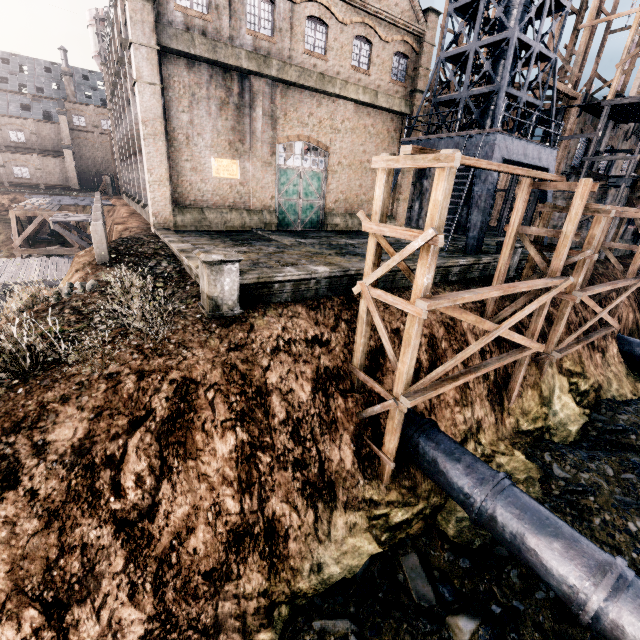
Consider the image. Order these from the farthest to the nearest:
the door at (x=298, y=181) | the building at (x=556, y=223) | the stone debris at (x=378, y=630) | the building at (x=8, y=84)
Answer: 1. the building at (x=8, y=84)
2. the building at (x=556, y=223)
3. the door at (x=298, y=181)
4. the stone debris at (x=378, y=630)

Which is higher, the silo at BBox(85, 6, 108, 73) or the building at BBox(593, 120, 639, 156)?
the silo at BBox(85, 6, 108, 73)

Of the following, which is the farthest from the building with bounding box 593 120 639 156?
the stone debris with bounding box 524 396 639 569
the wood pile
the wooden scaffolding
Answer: the stone debris with bounding box 524 396 639 569

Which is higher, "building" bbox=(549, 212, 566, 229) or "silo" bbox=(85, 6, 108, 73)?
"silo" bbox=(85, 6, 108, 73)

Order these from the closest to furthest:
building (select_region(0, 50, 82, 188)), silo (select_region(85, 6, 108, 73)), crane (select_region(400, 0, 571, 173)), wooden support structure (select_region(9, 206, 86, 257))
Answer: crane (select_region(400, 0, 571, 173)) < wooden support structure (select_region(9, 206, 86, 257)) < silo (select_region(85, 6, 108, 73)) < building (select_region(0, 50, 82, 188))

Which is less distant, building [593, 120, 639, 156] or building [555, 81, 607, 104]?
building [555, 81, 607, 104]

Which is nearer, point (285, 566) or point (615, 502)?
point (285, 566)

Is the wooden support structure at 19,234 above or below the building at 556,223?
below
